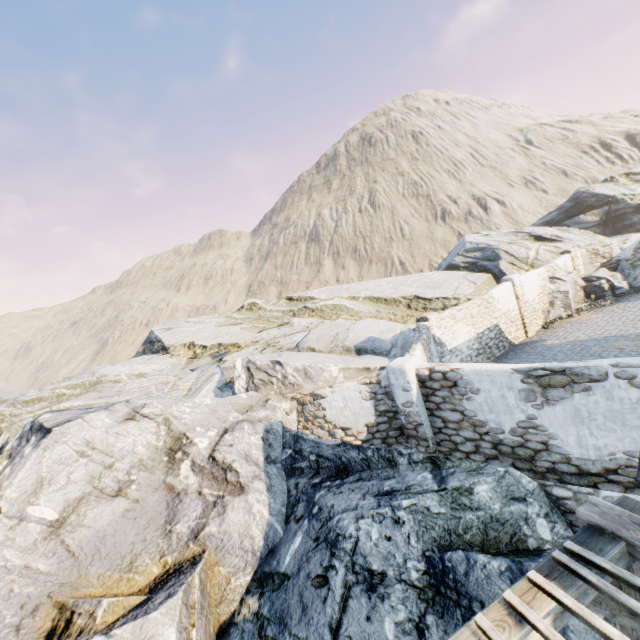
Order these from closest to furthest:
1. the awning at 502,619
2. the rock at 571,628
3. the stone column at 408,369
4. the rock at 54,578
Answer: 1. the awning at 502,619
2. the rock at 571,628
3. the rock at 54,578
4. the stone column at 408,369

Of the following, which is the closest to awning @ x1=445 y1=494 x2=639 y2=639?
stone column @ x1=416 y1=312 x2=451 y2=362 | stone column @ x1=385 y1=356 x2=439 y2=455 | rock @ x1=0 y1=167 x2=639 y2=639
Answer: rock @ x1=0 y1=167 x2=639 y2=639

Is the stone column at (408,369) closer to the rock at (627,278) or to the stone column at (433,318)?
the rock at (627,278)

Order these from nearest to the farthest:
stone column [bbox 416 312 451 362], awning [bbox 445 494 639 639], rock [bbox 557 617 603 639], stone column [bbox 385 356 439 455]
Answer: awning [bbox 445 494 639 639] → rock [bbox 557 617 603 639] → stone column [bbox 385 356 439 455] → stone column [bbox 416 312 451 362]

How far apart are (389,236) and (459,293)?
39.76m

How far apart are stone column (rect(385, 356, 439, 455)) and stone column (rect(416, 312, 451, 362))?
5.0 meters

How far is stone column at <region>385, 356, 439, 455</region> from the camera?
7.8m

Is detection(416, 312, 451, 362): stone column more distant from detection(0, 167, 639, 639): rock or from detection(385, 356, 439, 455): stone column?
detection(385, 356, 439, 455): stone column
